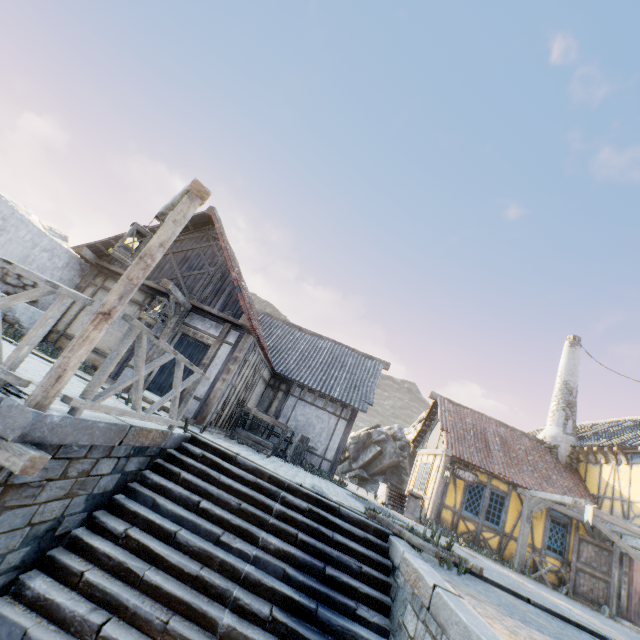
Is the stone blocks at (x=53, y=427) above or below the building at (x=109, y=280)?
below

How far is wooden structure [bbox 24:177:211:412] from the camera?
3.1 meters

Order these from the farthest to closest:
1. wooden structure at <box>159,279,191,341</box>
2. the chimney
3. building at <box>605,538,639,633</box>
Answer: the chimney, building at <box>605,538,639,633</box>, wooden structure at <box>159,279,191,341</box>

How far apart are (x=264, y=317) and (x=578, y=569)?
16.62m

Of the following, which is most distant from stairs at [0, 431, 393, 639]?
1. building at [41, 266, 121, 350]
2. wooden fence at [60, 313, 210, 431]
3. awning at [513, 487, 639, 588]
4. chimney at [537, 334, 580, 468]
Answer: chimney at [537, 334, 580, 468]

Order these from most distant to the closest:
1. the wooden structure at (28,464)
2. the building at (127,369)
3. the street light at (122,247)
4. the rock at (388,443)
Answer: the rock at (388,443)
the building at (127,369)
the street light at (122,247)
the wooden structure at (28,464)

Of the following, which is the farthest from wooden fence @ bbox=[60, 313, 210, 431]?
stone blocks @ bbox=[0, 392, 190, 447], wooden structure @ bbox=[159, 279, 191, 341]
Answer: wooden structure @ bbox=[159, 279, 191, 341]

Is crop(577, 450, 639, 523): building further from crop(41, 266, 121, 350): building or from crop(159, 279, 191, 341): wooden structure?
crop(159, 279, 191, 341): wooden structure
